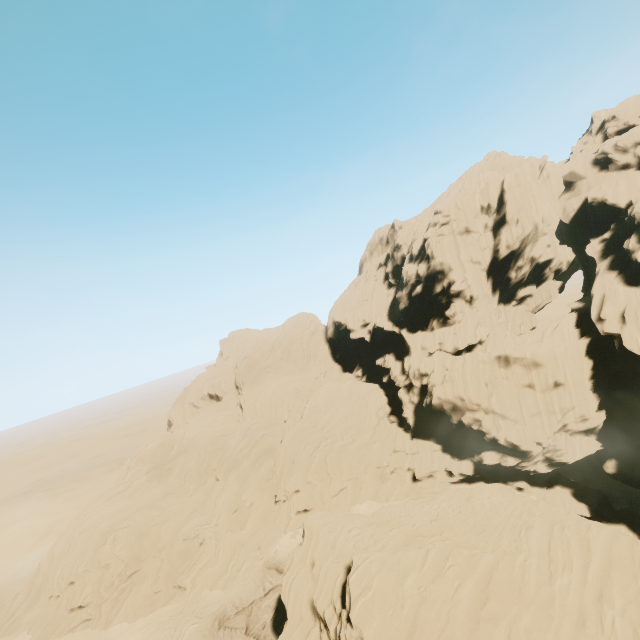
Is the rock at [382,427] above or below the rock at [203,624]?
above

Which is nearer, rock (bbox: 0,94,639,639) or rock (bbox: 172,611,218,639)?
rock (bbox: 0,94,639,639)

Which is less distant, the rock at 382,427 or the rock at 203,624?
the rock at 382,427

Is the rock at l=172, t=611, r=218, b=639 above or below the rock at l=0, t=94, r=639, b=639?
below

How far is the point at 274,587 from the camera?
35.06m
